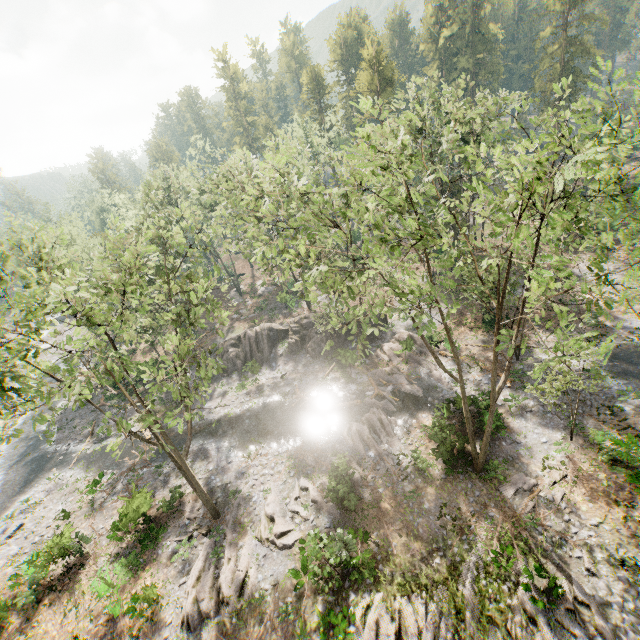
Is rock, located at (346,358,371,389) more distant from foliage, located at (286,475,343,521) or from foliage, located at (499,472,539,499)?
foliage, located at (499,472,539,499)

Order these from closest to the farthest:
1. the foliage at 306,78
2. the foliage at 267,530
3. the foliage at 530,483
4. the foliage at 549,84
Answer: the foliage at 549,84, the foliage at 530,483, the foliage at 267,530, the foliage at 306,78

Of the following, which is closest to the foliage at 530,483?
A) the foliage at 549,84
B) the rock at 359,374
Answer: the foliage at 549,84

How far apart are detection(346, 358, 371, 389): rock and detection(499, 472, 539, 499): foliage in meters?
11.6

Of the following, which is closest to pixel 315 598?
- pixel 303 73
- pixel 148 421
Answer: pixel 148 421

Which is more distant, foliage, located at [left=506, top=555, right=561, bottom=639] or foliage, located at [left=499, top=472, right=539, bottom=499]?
foliage, located at [left=499, top=472, right=539, bottom=499]

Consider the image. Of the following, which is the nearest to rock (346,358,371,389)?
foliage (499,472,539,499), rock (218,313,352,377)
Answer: rock (218,313,352,377)

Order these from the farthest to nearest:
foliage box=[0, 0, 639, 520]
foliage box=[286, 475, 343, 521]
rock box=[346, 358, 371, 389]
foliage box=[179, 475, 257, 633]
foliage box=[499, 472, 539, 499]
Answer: rock box=[346, 358, 371, 389], foliage box=[286, 475, 343, 521], foliage box=[499, 472, 539, 499], foliage box=[179, 475, 257, 633], foliage box=[0, 0, 639, 520]
